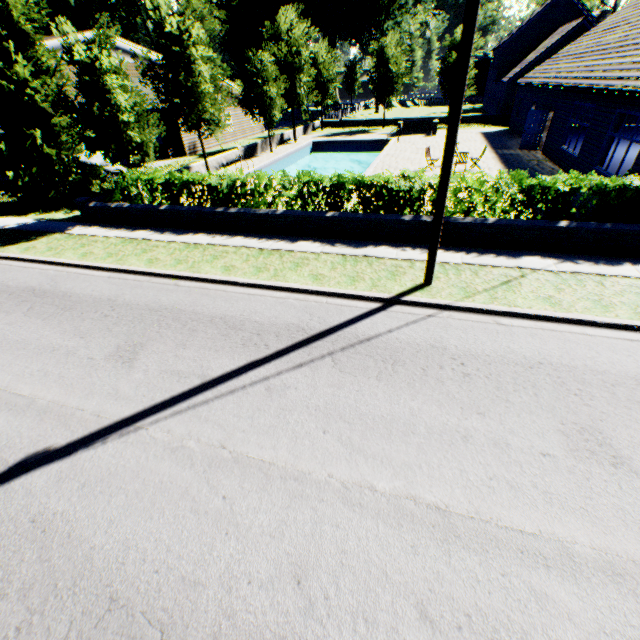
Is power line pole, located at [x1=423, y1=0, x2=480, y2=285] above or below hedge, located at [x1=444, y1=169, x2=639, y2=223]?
above

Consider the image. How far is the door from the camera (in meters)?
19.72

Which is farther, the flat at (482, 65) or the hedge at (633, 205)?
the flat at (482, 65)

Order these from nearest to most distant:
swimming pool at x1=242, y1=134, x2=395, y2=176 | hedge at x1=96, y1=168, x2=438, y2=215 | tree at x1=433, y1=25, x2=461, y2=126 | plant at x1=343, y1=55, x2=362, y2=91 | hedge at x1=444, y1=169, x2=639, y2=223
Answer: hedge at x1=444, y1=169, x2=639, y2=223
hedge at x1=96, y1=168, x2=438, y2=215
swimming pool at x1=242, y1=134, x2=395, y2=176
tree at x1=433, y1=25, x2=461, y2=126
plant at x1=343, y1=55, x2=362, y2=91

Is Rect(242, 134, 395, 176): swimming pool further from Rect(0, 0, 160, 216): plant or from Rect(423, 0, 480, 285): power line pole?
Rect(423, 0, 480, 285): power line pole

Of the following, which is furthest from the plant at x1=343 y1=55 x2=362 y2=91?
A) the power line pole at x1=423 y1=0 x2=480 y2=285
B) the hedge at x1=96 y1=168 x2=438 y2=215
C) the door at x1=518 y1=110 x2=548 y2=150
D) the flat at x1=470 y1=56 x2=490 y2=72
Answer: the door at x1=518 y1=110 x2=548 y2=150

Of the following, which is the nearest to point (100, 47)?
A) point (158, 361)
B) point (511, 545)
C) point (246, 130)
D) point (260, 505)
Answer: point (158, 361)

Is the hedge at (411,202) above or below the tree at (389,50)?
below
